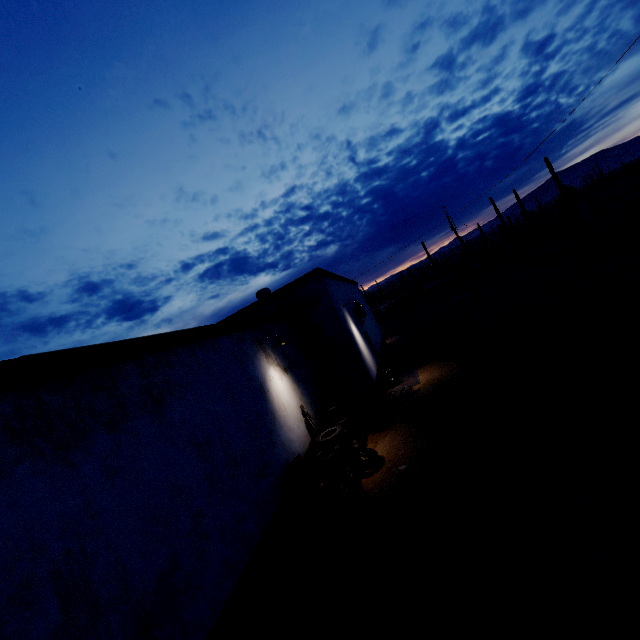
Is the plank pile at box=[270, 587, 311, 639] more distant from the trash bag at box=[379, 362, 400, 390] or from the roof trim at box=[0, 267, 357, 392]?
the trash bag at box=[379, 362, 400, 390]

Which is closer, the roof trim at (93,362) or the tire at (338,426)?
the roof trim at (93,362)

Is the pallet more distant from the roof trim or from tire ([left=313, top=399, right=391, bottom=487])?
the roof trim

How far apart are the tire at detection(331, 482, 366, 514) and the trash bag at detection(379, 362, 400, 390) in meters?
5.9

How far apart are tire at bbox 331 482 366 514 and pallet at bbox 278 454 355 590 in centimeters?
5cm

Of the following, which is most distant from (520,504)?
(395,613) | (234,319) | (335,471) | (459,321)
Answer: (459,321)

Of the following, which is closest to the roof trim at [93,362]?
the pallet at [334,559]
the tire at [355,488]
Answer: the pallet at [334,559]

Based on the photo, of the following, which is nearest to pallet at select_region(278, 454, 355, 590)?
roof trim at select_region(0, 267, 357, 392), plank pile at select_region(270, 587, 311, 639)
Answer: plank pile at select_region(270, 587, 311, 639)
